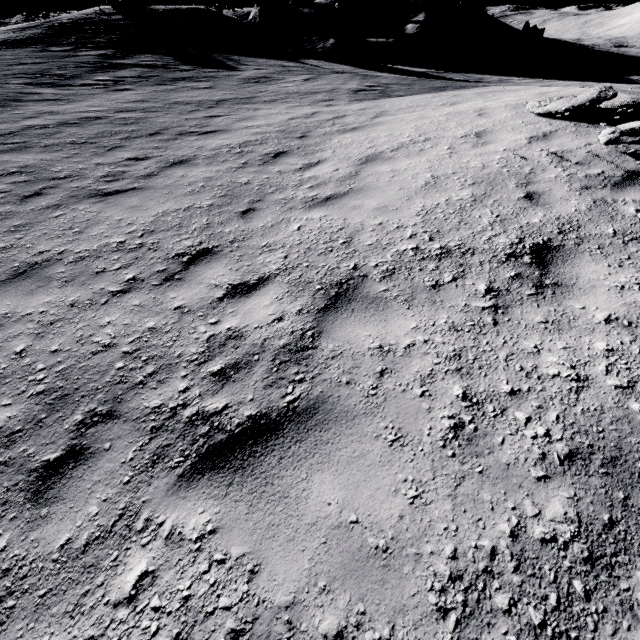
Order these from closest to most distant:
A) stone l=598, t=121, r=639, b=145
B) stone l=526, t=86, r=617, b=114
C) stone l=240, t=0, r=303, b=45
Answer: stone l=598, t=121, r=639, b=145
stone l=526, t=86, r=617, b=114
stone l=240, t=0, r=303, b=45

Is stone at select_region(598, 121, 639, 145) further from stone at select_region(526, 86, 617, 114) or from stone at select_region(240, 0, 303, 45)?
stone at select_region(240, 0, 303, 45)

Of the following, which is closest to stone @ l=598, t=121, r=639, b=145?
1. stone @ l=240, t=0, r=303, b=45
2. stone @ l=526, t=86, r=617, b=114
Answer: stone @ l=526, t=86, r=617, b=114

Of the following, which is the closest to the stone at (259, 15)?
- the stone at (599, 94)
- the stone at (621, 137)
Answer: Answer: the stone at (599, 94)

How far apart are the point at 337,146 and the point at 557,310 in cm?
610

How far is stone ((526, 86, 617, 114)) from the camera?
5.7 meters

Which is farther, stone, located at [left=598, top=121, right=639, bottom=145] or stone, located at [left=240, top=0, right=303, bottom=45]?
stone, located at [left=240, top=0, right=303, bottom=45]

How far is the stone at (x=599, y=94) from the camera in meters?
5.7 m
